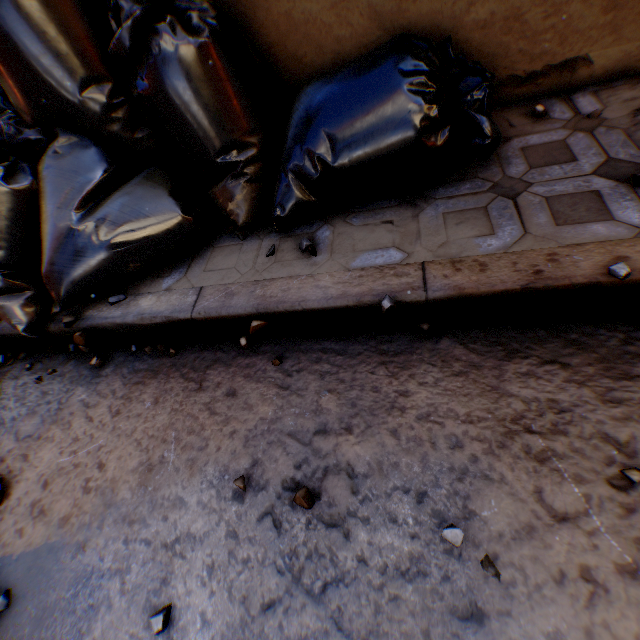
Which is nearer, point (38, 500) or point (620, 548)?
point (620, 548)
